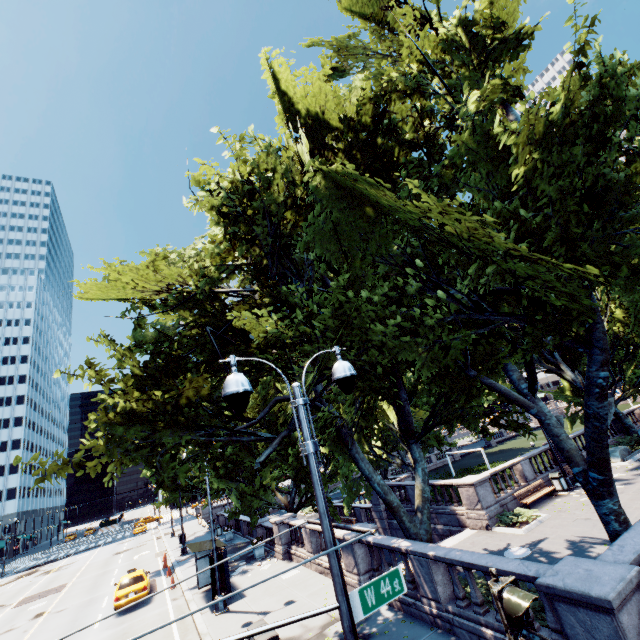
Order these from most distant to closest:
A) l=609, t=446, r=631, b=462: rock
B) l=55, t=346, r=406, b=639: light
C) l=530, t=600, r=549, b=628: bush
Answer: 1. l=609, t=446, r=631, b=462: rock
2. l=530, t=600, r=549, b=628: bush
3. l=55, t=346, r=406, b=639: light

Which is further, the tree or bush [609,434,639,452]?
bush [609,434,639,452]

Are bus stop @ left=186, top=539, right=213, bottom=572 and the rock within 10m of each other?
no

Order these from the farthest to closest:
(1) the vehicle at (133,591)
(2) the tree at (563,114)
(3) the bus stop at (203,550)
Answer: (1) the vehicle at (133,591) < (3) the bus stop at (203,550) < (2) the tree at (563,114)

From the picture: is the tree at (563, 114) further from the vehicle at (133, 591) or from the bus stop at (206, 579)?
the vehicle at (133, 591)

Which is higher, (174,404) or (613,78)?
(613,78)

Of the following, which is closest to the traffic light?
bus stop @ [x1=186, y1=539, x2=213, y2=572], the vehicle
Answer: bus stop @ [x1=186, y1=539, x2=213, y2=572]
